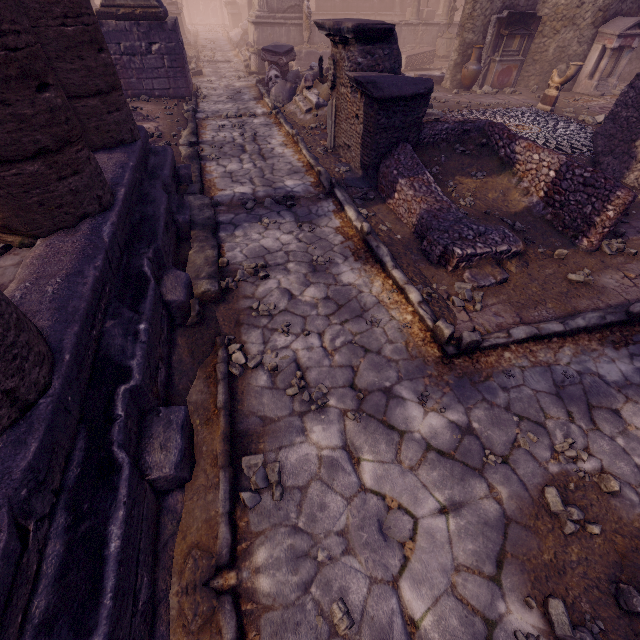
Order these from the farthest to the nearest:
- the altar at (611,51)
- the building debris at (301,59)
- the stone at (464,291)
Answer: the building debris at (301,59)
the altar at (611,51)
the stone at (464,291)

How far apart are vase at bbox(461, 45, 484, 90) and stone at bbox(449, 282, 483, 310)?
12.2m

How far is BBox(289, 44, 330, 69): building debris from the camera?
15.2m

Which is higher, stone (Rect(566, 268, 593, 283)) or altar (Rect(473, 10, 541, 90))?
altar (Rect(473, 10, 541, 90))

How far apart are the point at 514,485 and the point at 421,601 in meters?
1.2

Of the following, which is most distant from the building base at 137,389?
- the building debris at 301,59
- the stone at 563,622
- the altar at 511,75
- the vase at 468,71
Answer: the building debris at 301,59

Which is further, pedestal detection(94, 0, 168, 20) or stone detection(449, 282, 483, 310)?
pedestal detection(94, 0, 168, 20)

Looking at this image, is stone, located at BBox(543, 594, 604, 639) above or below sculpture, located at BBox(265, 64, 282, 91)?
below
